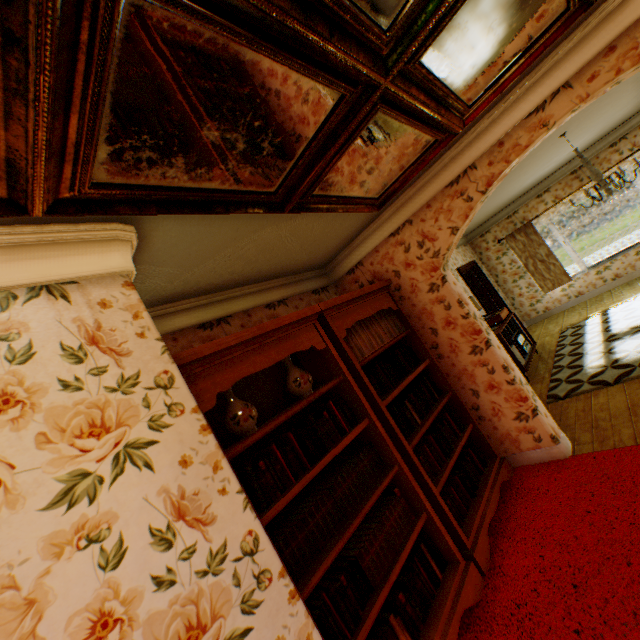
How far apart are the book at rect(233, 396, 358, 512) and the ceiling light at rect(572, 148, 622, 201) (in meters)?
5.00

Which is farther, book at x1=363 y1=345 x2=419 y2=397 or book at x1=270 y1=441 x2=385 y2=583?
book at x1=363 y1=345 x2=419 y2=397

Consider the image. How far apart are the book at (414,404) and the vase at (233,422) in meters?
1.2

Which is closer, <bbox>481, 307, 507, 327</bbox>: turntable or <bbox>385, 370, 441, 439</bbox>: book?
<bbox>385, 370, 441, 439</bbox>: book

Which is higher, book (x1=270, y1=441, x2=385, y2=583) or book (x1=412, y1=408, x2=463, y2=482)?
book (x1=270, y1=441, x2=385, y2=583)

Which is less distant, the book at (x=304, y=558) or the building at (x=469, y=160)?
the building at (x=469, y=160)

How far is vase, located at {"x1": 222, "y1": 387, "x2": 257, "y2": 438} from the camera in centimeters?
208cm

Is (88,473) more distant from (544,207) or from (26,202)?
(544,207)
